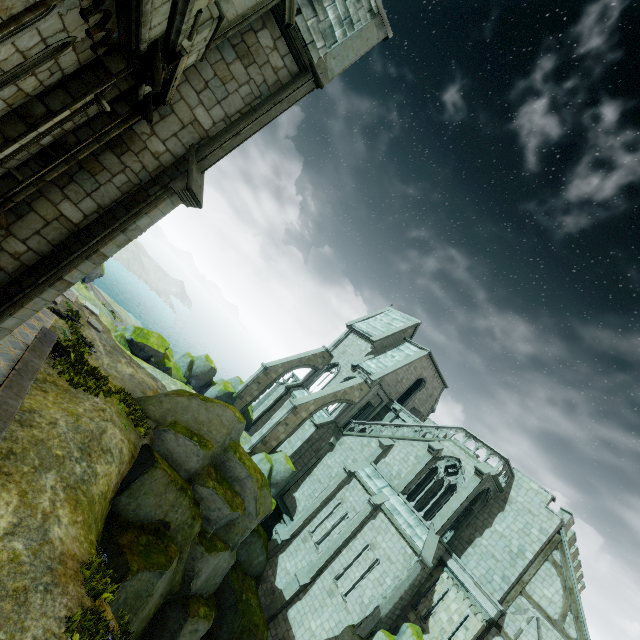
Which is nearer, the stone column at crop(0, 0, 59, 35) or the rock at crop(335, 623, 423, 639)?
the stone column at crop(0, 0, 59, 35)

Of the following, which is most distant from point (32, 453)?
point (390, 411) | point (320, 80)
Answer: point (390, 411)

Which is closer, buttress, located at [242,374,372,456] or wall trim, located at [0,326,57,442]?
wall trim, located at [0,326,57,442]

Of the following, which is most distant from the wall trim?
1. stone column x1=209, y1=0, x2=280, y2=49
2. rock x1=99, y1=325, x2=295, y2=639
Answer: stone column x1=209, y1=0, x2=280, y2=49

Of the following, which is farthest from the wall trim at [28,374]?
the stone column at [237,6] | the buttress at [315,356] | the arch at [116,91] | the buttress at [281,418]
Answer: the buttress at [315,356]

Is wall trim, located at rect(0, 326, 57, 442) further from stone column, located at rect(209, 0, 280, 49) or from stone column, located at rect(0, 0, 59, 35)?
stone column, located at rect(209, 0, 280, 49)

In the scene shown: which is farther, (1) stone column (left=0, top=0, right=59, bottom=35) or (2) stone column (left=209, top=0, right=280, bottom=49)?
(2) stone column (left=209, top=0, right=280, bottom=49)

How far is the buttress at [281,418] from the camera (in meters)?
25.36
